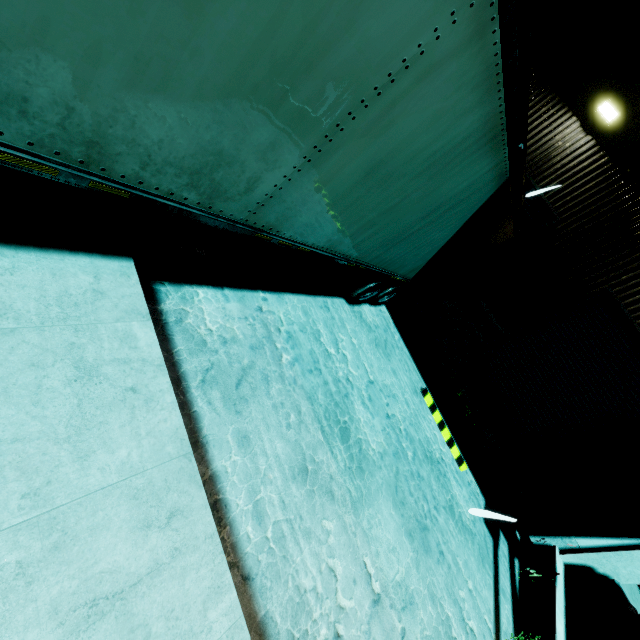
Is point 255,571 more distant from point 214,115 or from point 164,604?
point 214,115

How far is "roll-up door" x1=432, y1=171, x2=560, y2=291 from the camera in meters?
8.1

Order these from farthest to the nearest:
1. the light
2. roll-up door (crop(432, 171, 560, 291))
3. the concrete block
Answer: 1. roll-up door (crop(432, 171, 560, 291))
2. the light
3. the concrete block

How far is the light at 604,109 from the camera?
7.1 meters

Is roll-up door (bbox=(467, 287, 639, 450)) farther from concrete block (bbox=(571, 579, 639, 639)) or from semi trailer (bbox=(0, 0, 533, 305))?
concrete block (bbox=(571, 579, 639, 639))

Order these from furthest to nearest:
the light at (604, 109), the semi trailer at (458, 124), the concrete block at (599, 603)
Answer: the light at (604, 109) < the concrete block at (599, 603) < the semi trailer at (458, 124)

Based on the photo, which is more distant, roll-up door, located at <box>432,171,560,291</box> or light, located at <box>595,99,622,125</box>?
roll-up door, located at <box>432,171,560,291</box>

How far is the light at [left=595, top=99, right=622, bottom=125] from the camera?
7.1m
